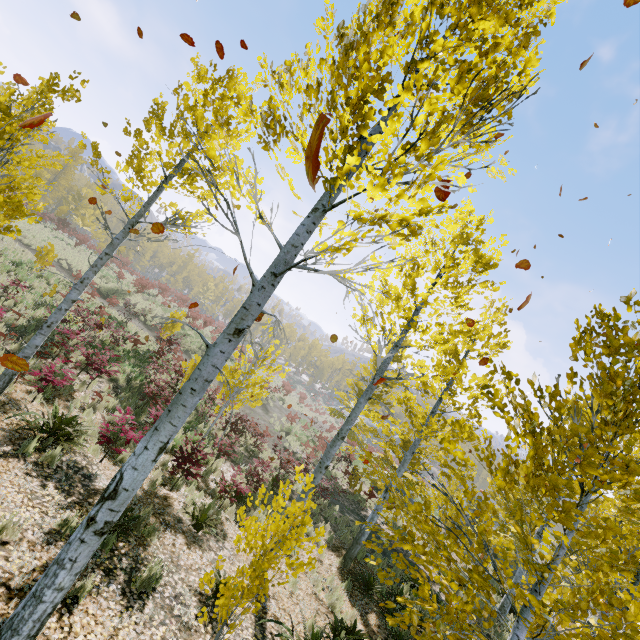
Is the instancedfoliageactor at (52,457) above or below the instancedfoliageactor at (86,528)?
below

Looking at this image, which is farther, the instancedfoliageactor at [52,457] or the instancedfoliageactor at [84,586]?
the instancedfoliageactor at [52,457]

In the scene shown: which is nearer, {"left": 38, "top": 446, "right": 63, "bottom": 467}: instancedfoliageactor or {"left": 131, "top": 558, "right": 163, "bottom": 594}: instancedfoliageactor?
{"left": 131, "top": 558, "right": 163, "bottom": 594}: instancedfoliageactor

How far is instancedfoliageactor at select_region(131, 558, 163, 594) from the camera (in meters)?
4.55

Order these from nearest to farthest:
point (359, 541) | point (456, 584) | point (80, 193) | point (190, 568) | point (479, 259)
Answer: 1. point (456, 584)
2. point (190, 568)
3. point (479, 259)
4. point (359, 541)
5. point (80, 193)
